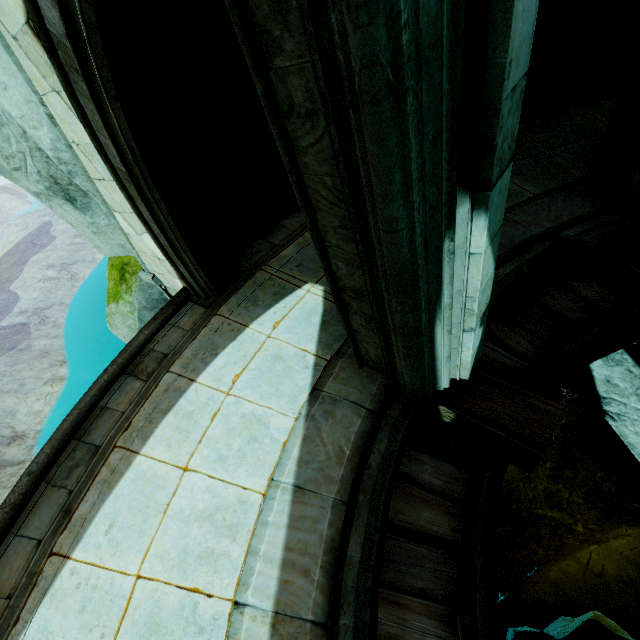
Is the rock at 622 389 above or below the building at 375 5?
below

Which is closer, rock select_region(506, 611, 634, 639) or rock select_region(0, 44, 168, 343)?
rock select_region(0, 44, 168, 343)

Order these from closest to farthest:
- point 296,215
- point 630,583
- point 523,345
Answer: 1. point 523,345
2. point 296,215
3. point 630,583

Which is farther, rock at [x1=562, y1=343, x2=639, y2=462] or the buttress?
rock at [x1=562, y1=343, x2=639, y2=462]

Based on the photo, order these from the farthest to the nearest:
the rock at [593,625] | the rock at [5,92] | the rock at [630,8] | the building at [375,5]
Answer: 1. the rock at [593,625]
2. the rock at [630,8]
3. the rock at [5,92]
4. the building at [375,5]

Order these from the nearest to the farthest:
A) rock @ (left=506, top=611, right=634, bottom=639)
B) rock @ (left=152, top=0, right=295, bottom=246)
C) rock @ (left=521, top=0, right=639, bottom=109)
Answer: rock @ (left=152, top=0, right=295, bottom=246), rock @ (left=521, top=0, right=639, bottom=109), rock @ (left=506, top=611, right=634, bottom=639)
